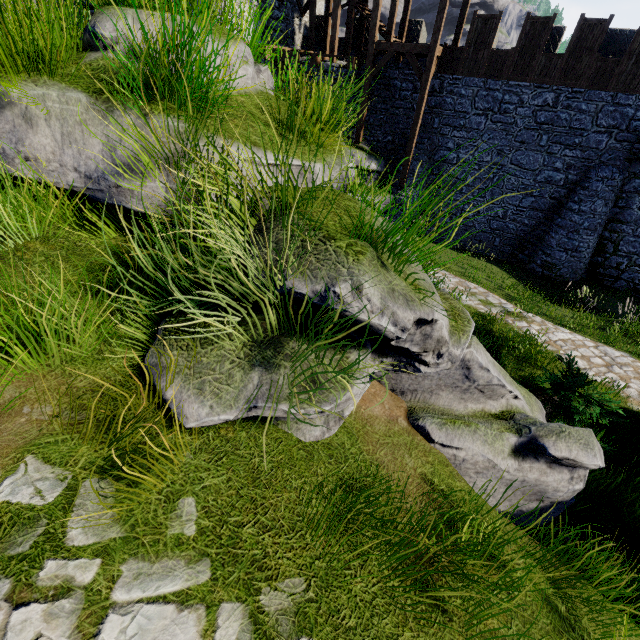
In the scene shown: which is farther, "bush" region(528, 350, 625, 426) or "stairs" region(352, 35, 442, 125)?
"stairs" region(352, 35, 442, 125)

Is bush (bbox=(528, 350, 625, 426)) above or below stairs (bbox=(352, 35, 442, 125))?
below

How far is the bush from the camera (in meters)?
5.61

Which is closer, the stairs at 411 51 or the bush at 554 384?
the bush at 554 384

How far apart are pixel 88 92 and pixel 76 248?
1.26m

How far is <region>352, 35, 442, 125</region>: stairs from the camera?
14.4 meters

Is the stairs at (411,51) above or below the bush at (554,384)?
above
